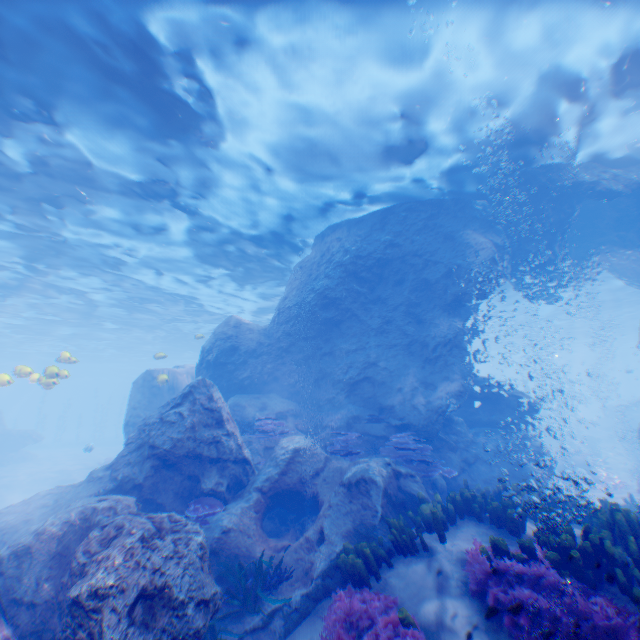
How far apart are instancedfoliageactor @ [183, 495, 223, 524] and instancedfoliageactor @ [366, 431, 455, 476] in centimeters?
488cm

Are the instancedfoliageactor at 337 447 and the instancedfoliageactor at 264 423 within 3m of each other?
yes

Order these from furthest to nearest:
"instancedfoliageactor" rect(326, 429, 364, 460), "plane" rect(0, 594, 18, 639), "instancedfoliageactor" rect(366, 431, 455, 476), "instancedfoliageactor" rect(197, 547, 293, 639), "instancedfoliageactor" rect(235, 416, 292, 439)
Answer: "instancedfoliageactor" rect(235, 416, 292, 439) → "instancedfoliageactor" rect(326, 429, 364, 460) → "instancedfoliageactor" rect(366, 431, 455, 476) → "instancedfoliageactor" rect(197, 547, 293, 639) → "plane" rect(0, 594, 18, 639)

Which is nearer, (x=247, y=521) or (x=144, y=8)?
(x=144, y=8)

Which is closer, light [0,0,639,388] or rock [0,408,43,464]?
light [0,0,639,388]

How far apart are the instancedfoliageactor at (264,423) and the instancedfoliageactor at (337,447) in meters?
1.3 m

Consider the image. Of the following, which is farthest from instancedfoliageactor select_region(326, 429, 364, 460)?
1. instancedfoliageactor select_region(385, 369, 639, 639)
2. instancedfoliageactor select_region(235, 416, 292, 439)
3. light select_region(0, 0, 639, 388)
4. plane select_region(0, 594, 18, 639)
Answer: light select_region(0, 0, 639, 388)

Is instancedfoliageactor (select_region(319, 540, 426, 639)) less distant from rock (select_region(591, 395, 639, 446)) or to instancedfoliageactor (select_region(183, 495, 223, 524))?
rock (select_region(591, 395, 639, 446))
